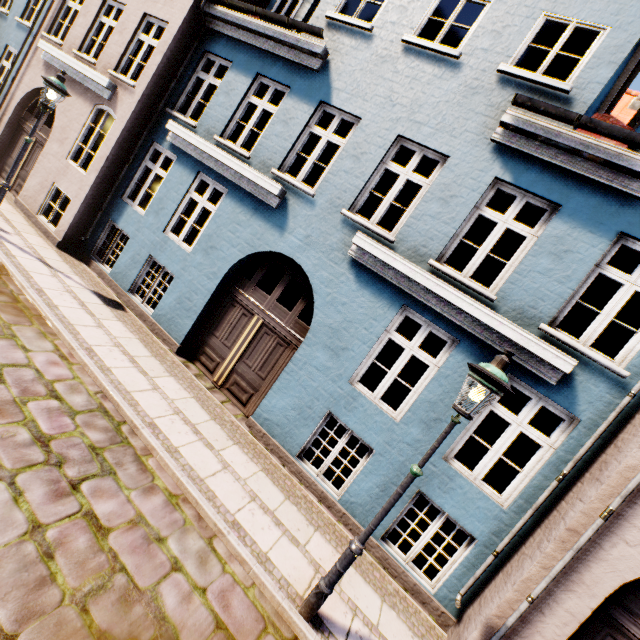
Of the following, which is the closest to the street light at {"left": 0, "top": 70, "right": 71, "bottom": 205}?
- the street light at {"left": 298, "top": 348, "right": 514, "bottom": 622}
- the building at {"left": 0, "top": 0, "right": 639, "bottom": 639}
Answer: the building at {"left": 0, "top": 0, "right": 639, "bottom": 639}

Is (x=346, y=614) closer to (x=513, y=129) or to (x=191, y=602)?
(x=191, y=602)

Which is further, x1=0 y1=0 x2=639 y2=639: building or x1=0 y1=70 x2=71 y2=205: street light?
x1=0 y1=70 x2=71 y2=205: street light

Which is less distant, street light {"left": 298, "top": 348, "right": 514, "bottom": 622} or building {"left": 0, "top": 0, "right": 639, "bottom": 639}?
street light {"left": 298, "top": 348, "right": 514, "bottom": 622}

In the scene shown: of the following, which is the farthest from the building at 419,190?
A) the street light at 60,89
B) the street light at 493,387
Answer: the street light at 493,387

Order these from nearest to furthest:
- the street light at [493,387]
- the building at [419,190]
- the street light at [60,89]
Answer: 1. the street light at [493,387]
2. the building at [419,190]
3. the street light at [60,89]
